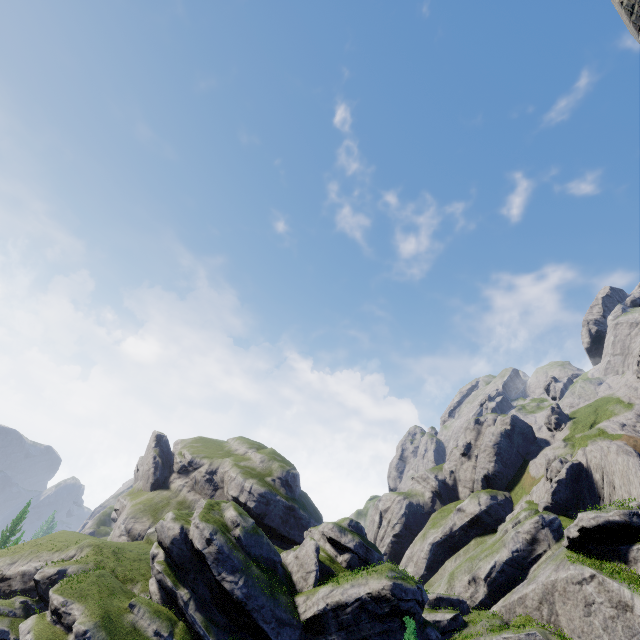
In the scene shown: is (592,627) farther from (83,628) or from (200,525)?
(83,628)
